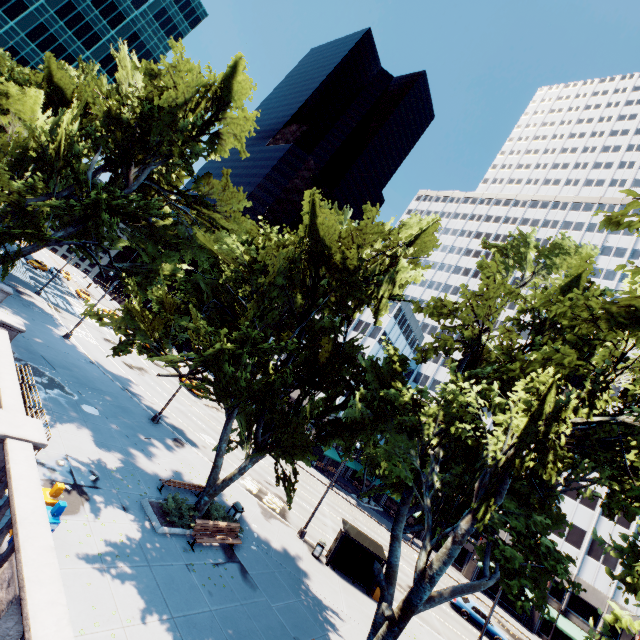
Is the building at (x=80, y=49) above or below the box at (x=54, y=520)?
above

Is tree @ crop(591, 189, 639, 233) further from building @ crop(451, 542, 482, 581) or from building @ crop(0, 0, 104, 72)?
building @ crop(0, 0, 104, 72)

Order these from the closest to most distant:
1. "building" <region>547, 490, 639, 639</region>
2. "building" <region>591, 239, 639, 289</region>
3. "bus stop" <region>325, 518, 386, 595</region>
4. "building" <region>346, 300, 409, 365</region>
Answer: "bus stop" <region>325, 518, 386, 595</region> < "building" <region>547, 490, 639, 639</region> < "building" <region>346, 300, 409, 365</region> < "building" <region>591, 239, 639, 289</region>

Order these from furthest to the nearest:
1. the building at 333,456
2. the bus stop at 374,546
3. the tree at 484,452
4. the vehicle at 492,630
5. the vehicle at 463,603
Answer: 1. the building at 333,456
2. the vehicle at 463,603
3. the vehicle at 492,630
4. the bus stop at 374,546
5. the tree at 484,452

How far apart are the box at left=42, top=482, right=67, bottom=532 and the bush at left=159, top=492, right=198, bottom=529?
5.2 meters

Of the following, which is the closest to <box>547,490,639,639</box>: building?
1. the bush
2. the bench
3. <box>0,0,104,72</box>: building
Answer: the bench

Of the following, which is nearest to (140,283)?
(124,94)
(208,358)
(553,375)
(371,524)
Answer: (124,94)

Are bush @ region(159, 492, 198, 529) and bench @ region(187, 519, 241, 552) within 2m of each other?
yes
